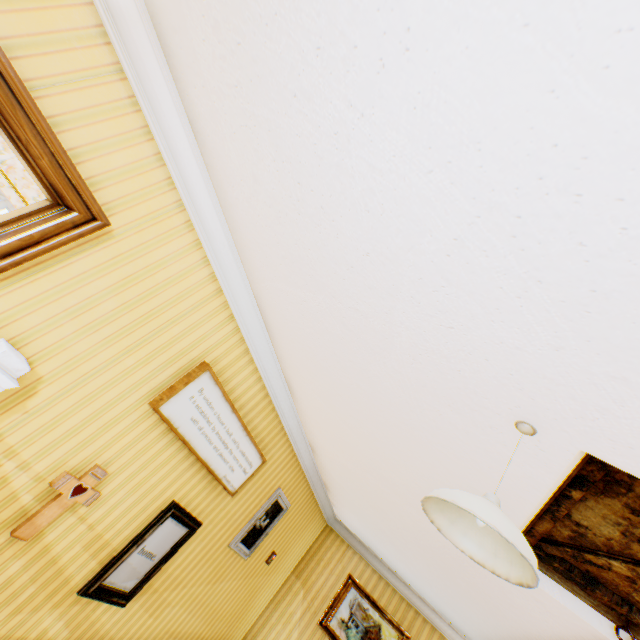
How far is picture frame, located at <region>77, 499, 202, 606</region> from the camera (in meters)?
3.07

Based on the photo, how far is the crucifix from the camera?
2.37m

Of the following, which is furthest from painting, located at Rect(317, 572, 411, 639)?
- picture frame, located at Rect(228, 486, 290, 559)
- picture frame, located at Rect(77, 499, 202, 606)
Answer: picture frame, located at Rect(77, 499, 202, 606)

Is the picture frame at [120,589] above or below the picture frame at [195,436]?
below

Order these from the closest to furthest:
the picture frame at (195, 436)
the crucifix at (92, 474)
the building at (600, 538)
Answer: the building at (600, 538), the crucifix at (92, 474), the picture frame at (195, 436)

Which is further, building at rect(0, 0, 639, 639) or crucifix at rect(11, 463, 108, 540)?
crucifix at rect(11, 463, 108, 540)

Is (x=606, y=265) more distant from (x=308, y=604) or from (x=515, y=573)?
(x=308, y=604)

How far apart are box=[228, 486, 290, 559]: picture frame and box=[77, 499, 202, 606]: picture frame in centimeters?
96cm
